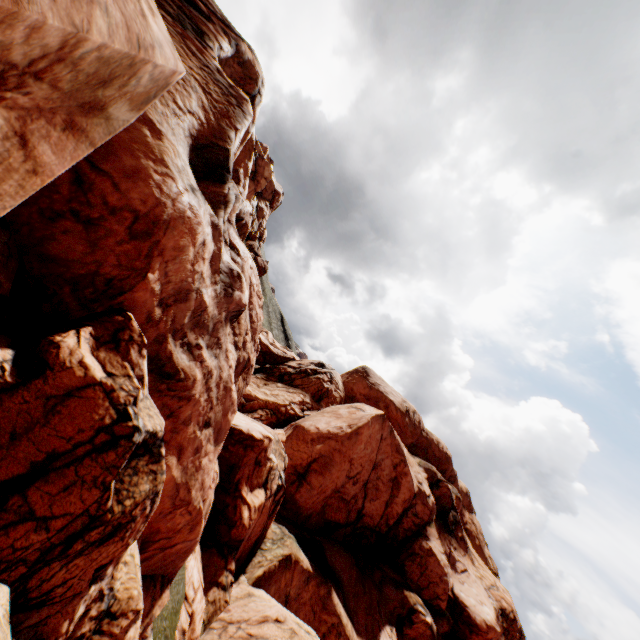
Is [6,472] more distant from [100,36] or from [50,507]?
[100,36]
